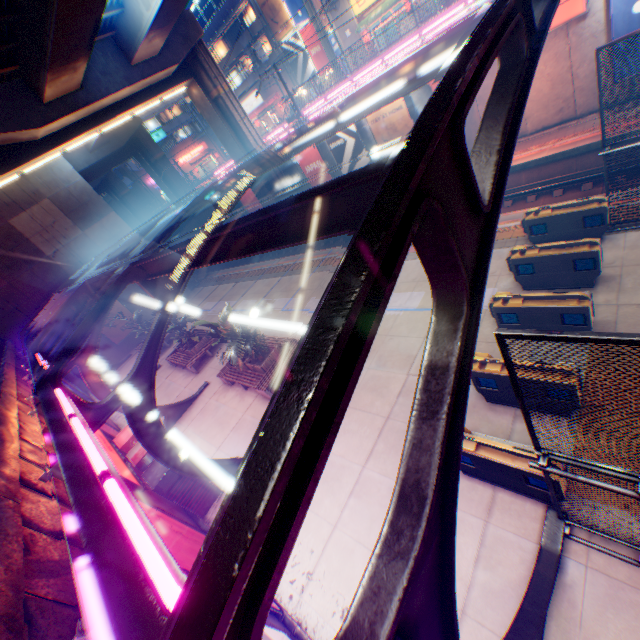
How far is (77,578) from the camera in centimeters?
337cm

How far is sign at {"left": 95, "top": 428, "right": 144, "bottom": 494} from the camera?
7.57m

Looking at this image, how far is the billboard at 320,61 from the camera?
32.9 meters

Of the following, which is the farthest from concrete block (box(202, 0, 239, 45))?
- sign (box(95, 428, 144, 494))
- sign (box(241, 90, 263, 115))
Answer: sign (box(95, 428, 144, 494))

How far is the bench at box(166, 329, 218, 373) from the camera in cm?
1741

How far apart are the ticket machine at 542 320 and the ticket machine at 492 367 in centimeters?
154cm

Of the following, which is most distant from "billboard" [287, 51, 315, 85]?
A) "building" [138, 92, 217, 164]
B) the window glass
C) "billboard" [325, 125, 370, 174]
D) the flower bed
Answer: the flower bed

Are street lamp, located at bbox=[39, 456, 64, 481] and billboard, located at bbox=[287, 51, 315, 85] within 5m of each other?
no
